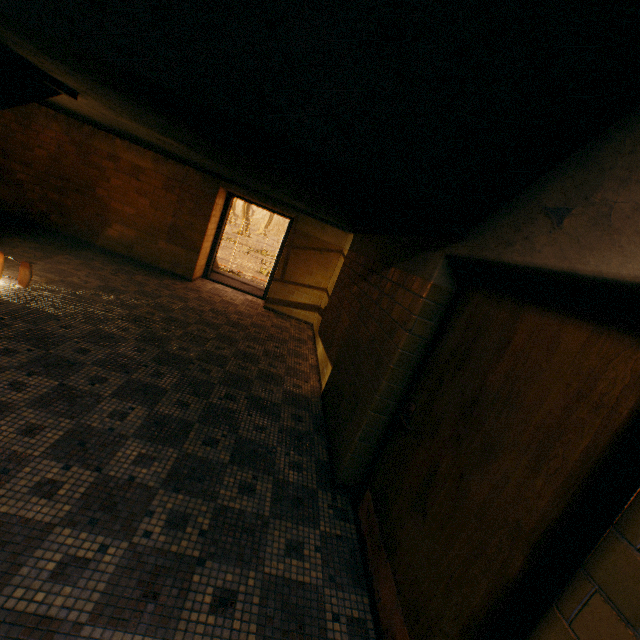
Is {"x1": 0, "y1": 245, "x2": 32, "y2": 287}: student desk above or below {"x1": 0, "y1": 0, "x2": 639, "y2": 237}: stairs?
below

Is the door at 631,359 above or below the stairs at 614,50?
below

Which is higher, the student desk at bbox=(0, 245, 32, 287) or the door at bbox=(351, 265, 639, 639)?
the door at bbox=(351, 265, 639, 639)

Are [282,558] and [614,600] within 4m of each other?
yes

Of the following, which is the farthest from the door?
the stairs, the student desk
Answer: the student desk

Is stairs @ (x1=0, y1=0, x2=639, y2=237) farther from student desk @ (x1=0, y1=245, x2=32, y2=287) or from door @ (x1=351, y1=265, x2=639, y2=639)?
student desk @ (x1=0, y1=245, x2=32, y2=287)

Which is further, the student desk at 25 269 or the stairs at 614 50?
the student desk at 25 269

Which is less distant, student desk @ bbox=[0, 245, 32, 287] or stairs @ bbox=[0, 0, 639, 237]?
stairs @ bbox=[0, 0, 639, 237]
